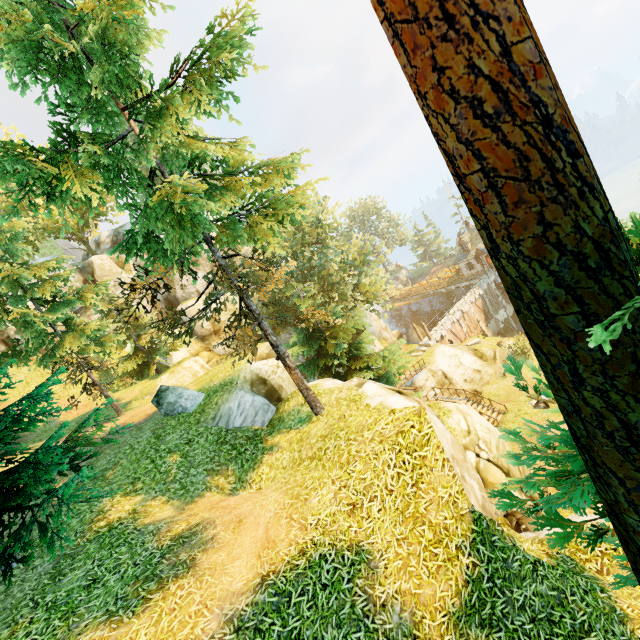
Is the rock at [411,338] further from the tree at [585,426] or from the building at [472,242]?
the building at [472,242]

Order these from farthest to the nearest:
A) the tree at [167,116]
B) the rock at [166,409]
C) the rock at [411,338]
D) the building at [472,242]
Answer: the rock at [411,338]
the building at [472,242]
the rock at [166,409]
the tree at [167,116]

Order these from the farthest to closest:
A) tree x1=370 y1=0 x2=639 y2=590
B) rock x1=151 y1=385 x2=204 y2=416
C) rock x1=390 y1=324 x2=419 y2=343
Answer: rock x1=390 y1=324 x2=419 y2=343 → rock x1=151 y1=385 x2=204 y2=416 → tree x1=370 y1=0 x2=639 y2=590

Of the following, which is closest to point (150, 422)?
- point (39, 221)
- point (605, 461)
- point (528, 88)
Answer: point (605, 461)

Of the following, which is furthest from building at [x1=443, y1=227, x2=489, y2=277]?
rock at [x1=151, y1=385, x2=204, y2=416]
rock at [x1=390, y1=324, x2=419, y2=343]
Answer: rock at [x1=151, y1=385, x2=204, y2=416]

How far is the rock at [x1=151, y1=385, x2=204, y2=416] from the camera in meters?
13.4 m

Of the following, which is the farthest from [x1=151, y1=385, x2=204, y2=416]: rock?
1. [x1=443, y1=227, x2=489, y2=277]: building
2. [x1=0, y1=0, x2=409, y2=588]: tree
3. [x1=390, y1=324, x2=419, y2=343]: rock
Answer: [x1=443, y1=227, x2=489, y2=277]: building
